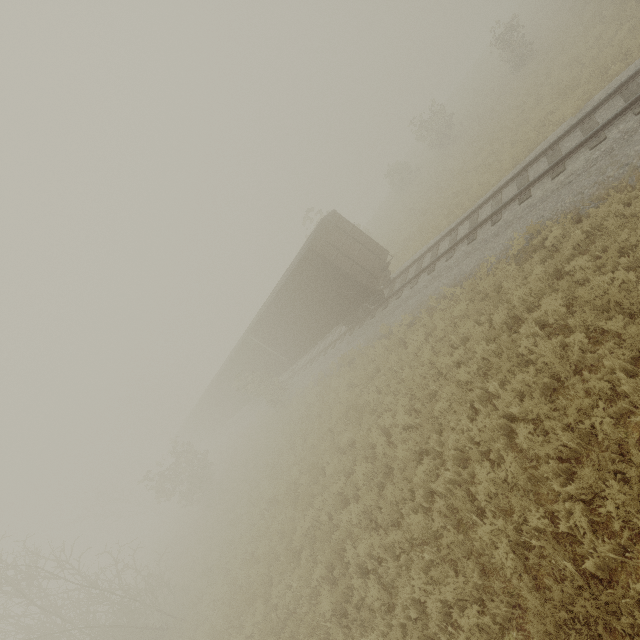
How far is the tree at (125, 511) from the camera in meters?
39.7 m

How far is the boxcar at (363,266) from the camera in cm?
1486

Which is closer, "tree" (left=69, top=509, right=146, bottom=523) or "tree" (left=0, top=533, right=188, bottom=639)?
"tree" (left=0, top=533, right=188, bottom=639)

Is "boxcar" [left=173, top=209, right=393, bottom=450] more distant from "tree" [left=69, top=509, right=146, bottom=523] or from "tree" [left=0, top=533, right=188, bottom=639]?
"tree" [left=0, top=533, right=188, bottom=639]

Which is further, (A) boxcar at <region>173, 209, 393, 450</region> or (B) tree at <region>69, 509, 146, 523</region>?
(B) tree at <region>69, 509, 146, 523</region>

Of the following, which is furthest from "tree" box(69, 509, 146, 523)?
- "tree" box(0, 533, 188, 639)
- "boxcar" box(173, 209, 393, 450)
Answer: "tree" box(0, 533, 188, 639)

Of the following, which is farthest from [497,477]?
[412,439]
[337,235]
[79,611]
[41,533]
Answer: [41,533]

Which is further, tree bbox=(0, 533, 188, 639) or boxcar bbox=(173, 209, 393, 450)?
boxcar bbox=(173, 209, 393, 450)
